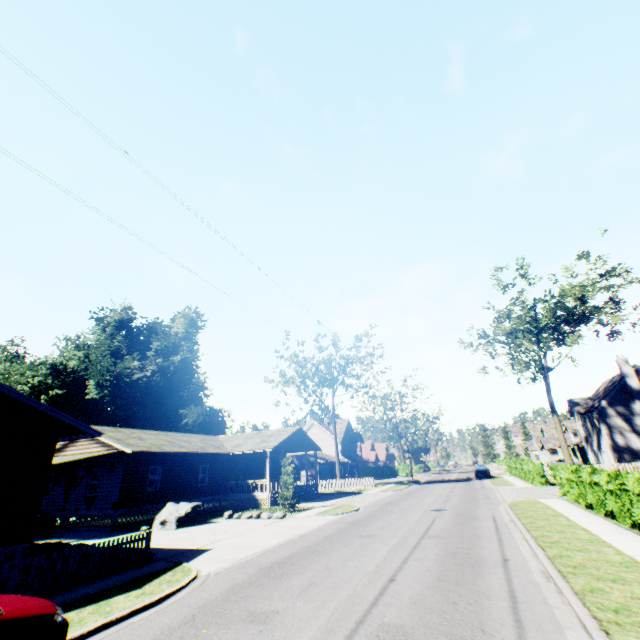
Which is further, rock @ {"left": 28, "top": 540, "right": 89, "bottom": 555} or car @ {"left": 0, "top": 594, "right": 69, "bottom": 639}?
rock @ {"left": 28, "top": 540, "right": 89, "bottom": 555}

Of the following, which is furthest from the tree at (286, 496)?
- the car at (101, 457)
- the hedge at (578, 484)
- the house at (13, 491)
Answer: the hedge at (578, 484)

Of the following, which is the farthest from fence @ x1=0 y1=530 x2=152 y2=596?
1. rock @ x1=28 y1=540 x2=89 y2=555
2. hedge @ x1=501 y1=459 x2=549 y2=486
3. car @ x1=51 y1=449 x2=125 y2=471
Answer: hedge @ x1=501 y1=459 x2=549 y2=486

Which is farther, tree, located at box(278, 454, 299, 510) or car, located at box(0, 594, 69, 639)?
tree, located at box(278, 454, 299, 510)

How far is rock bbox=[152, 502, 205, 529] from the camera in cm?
1872

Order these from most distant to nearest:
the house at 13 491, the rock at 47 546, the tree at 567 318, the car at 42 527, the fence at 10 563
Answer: the tree at 567 318
the car at 42 527
the rock at 47 546
the house at 13 491
the fence at 10 563

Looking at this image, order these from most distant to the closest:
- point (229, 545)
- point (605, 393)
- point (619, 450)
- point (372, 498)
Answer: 1. point (605, 393)
2. point (619, 450)
3. point (372, 498)
4. point (229, 545)

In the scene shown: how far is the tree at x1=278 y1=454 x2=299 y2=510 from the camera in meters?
22.6
